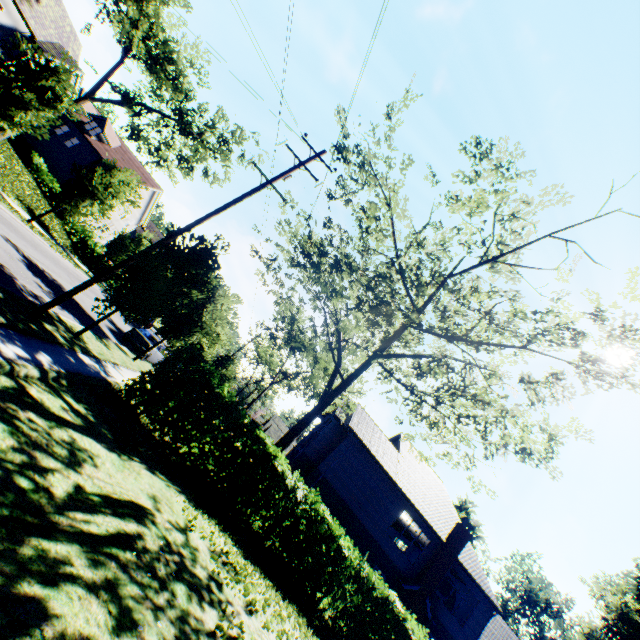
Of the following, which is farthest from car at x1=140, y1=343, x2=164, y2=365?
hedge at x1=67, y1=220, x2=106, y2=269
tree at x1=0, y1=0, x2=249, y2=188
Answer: hedge at x1=67, y1=220, x2=106, y2=269

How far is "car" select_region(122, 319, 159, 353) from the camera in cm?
2017

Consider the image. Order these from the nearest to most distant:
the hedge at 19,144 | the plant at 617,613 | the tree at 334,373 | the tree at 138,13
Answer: the tree at 334,373, the tree at 138,13, the hedge at 19,144, the plant at 617,613

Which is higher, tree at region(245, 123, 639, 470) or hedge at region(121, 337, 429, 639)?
tree at region(245, 123, 639, 470)

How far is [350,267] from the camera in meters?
14.2

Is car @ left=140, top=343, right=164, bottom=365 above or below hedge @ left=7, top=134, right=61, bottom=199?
below

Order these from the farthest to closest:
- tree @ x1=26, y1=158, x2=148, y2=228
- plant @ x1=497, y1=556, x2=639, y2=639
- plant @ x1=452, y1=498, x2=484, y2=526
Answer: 1. plant @ x1=452, y1=498, x2=484, y2=526
2. plant @ x1=497, y1=556, x2=639, y2=639
3. tree @ x1=26, y1=158, x2=148, y2=228

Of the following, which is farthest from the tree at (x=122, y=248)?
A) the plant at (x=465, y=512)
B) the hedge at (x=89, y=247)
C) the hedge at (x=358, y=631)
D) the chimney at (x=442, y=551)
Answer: the chimney at (x=442, y=551)
